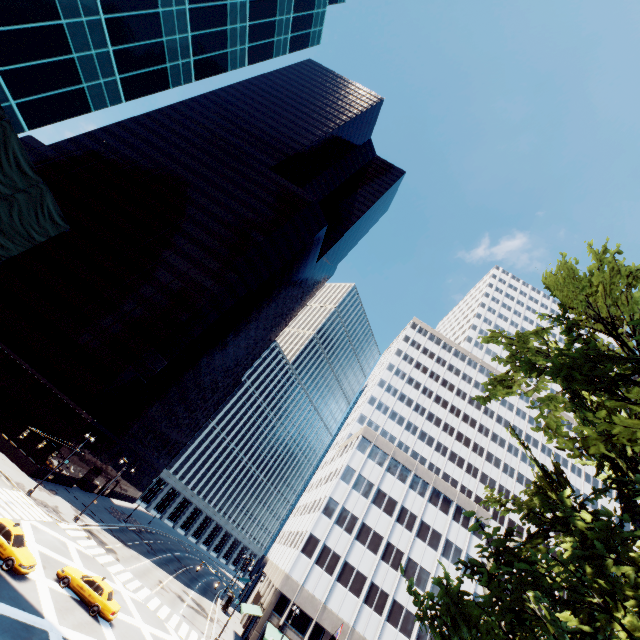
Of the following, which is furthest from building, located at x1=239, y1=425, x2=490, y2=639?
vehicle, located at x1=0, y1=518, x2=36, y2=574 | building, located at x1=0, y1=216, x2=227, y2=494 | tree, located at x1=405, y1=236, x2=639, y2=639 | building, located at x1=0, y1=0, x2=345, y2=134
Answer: building, located at x1=0, y1=0, x2=345, y2=134

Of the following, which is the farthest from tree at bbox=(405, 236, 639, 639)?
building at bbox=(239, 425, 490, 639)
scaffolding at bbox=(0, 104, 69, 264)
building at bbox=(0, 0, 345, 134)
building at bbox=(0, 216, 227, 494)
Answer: building at bbox=(0, 216, 227, 494)

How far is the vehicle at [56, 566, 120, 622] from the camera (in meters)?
22.47

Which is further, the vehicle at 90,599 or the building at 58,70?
the vehicle at 90,599

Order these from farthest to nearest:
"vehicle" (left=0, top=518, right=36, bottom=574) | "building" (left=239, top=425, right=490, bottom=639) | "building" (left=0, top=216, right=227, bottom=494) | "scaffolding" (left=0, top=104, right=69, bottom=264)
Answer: "building" (left=0, top=216, right=227, bottom=494), "building" (left=239, top=425, right=490, bottom=639), "vehicle" (left=0, top=518, right=36, bottom=574), "scaffolding" (left=0, top=104, right=69, bottom=264)

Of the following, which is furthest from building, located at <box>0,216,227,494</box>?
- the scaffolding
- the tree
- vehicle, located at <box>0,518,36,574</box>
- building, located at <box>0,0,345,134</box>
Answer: the tree

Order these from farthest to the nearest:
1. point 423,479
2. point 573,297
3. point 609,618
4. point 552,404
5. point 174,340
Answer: point 423,479, point 174,340, point 573,297, point 552,404, point 609,618

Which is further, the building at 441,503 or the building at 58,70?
the building at 441,503
